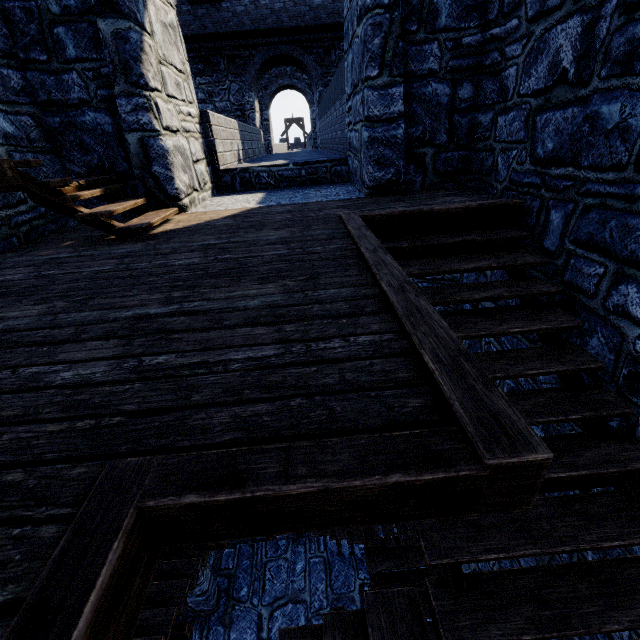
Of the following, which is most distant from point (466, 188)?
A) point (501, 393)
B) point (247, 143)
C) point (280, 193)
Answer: point (247, 143)
